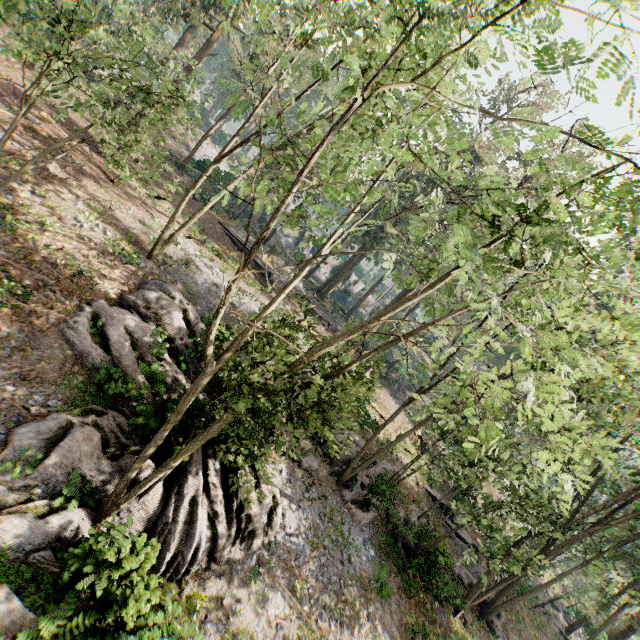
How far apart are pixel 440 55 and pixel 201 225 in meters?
21.9 m

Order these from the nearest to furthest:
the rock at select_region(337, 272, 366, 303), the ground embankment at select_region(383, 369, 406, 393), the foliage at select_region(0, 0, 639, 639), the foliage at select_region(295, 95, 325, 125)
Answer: the foliage at select_region(0, 0, 639, 639)
the foliage at select_region(295, 95, 325, 125)
the ground embankment at select_region(383, 369, 406, 393)
the rock at select_region(337, 272, 366, 303)

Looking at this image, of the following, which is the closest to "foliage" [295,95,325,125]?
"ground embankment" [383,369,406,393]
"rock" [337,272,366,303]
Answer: "ground embankment" [383,369,406,393]

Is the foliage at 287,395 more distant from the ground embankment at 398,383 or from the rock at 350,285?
the rock at 350,285

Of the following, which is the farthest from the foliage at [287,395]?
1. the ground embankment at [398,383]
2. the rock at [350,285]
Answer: the rock at [350,285]

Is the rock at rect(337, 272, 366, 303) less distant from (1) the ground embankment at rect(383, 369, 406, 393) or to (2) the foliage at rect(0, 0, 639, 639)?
(2) the foliage at rect(0, 0, 639, 639)
